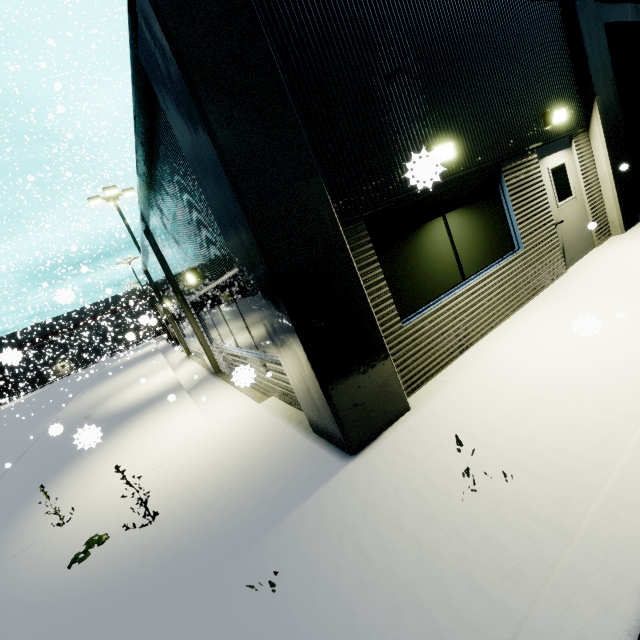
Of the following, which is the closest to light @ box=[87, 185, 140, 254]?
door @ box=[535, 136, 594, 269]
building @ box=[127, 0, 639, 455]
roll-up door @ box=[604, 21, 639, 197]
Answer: building @ box=[127, 0, 639, 455]

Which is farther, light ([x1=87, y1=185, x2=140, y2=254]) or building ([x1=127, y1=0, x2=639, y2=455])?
light ([x1=87, y1=185, x2=140, y2=254])

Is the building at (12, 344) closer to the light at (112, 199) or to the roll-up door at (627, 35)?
the roll-up door at (627, 35)

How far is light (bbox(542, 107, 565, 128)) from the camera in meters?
5.8

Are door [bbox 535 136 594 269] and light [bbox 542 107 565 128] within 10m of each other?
yes

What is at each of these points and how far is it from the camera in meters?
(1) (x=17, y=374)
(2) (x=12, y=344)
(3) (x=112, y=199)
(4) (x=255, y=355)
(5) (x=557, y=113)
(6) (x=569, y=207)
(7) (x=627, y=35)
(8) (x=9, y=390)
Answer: (1) building, 59.5 m
(2) building, 59.3 m
(3) light, 18.3 m
(4) building, 6.1 m
(5) light, 5.8 m
(6) door, 6.4 m
(7) roll-up door, 8.8 m
(8) building, 59.7 m

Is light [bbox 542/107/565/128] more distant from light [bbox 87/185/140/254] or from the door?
light [bbox 87/185/140/254]
